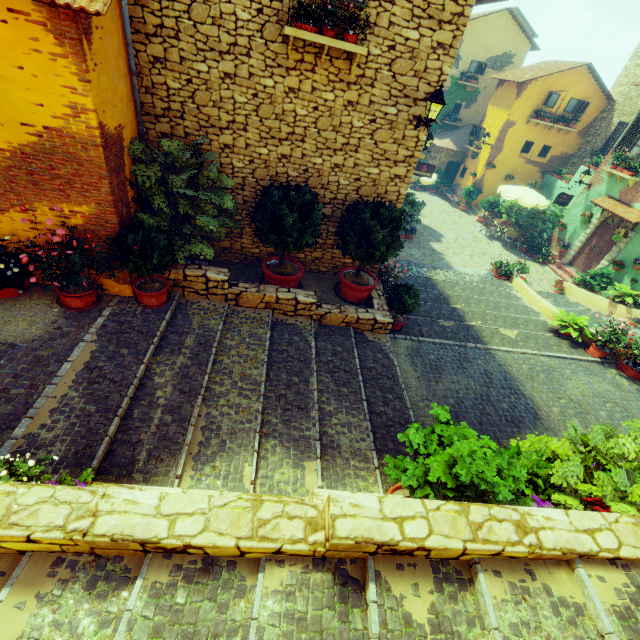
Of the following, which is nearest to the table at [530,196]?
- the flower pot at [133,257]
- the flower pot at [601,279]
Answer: the flower pot at [601,279]

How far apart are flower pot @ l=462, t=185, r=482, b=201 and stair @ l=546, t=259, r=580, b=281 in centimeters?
708cm

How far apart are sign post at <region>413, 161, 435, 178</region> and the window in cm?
1104

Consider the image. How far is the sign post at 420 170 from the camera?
14.4m

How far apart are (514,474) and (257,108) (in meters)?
7.69

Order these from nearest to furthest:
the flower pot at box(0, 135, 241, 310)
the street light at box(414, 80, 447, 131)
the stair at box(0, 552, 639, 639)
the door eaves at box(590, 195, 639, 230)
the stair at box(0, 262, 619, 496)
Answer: the stair at box(0, 552, 639, 639) → the stair at box(0, 262, 619, 496) → the flower pot at box(0, 135, 241, 310) → the street light at box(414, 80, 447, 131) → the door eaves at box(590, 195, 639, 230)

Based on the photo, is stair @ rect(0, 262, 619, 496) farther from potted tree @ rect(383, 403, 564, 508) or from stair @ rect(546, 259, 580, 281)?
stair @ rect(546, 259, 580, 281)

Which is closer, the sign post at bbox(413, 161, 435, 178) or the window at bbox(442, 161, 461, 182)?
the sign post at bbox(413, 161, 435, 178)
